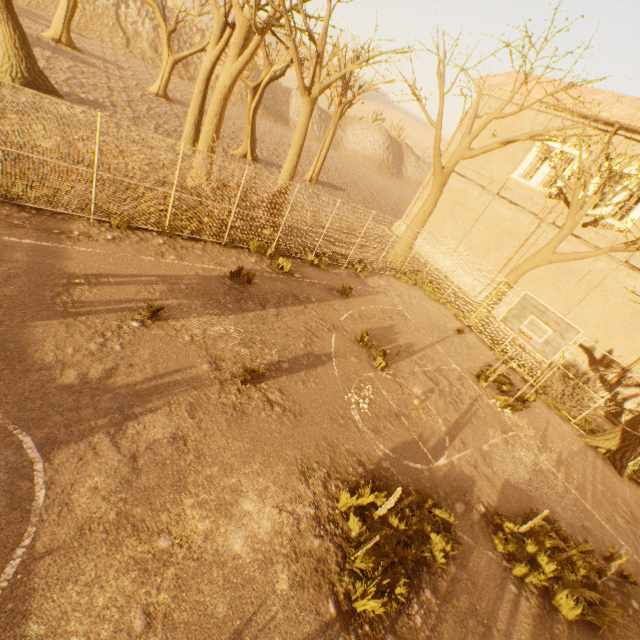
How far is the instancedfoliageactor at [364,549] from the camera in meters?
4.9

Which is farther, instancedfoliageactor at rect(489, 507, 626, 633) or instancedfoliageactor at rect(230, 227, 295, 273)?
instancedfoliageactor at rect(230, 227, 295, 273)

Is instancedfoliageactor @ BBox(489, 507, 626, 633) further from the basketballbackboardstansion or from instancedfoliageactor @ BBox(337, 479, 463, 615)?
the basketballbackboardstansion

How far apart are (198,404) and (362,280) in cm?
1076

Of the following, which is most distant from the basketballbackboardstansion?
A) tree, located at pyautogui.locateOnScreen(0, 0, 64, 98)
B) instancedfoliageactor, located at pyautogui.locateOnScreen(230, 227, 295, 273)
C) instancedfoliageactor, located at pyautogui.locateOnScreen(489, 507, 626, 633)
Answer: instancedfoliageactor, located at pyautogui.locateOnScreen(230, 227, 295, 273)

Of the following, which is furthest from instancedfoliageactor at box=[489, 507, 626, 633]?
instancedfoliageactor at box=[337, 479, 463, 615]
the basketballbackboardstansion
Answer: the basketballbackboardstansion

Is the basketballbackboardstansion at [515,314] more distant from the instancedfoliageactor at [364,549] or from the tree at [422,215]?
the instancedfoliageactor at [364,549]

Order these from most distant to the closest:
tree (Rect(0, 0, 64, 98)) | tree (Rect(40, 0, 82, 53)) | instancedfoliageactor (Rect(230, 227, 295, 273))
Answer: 1. tree (Rect(40, 0, 82, 53))
2. tree (Rect(0, 0, 64, 98))
3. instancedfoliageactor (Rect(230, 227, 295, 273))
